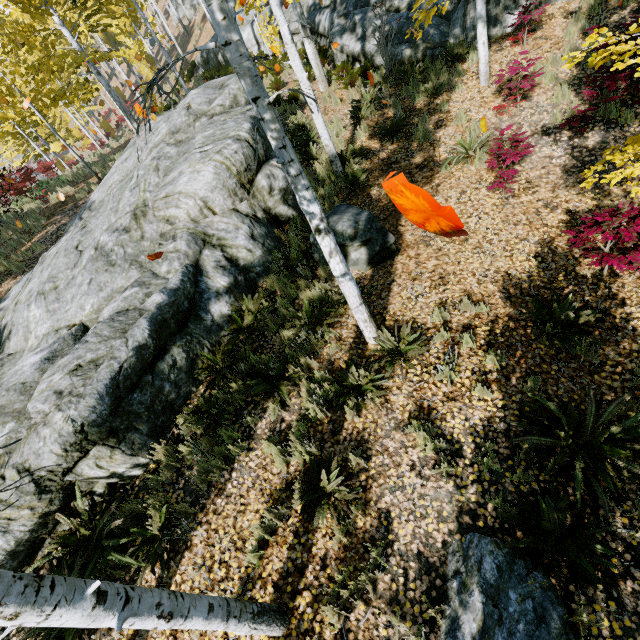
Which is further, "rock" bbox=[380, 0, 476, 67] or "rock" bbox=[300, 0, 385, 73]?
"rock" bbox=[300, 0, 385, 73]

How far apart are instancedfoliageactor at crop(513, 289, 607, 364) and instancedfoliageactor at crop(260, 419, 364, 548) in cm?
351

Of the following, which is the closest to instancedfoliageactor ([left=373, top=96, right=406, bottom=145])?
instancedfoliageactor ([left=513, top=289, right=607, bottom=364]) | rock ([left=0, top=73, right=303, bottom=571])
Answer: rock ([left=0, top=73, right=303, bottom=571])

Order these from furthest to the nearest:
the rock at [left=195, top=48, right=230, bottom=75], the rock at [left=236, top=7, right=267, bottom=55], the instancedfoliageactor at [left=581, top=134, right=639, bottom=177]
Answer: the rock at [left=195, top=48, right=230, bottom=75] → the rock at [left=236, top=7, right=267, bottom=55] → the instancedfoliageactor at [left=581, top=134, right=639, bottom=177]

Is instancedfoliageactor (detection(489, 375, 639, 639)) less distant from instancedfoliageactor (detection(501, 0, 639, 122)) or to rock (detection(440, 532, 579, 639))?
rock (detection(440, 532, 579, 639))

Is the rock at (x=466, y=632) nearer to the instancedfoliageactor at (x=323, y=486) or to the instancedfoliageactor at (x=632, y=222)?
the instancedfoliageactor at (x=632, y=222)

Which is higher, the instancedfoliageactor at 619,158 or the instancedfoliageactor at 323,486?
the instancedfoliageactor at 619,158

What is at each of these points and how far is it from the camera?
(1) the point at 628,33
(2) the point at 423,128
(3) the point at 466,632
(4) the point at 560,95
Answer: (1) instancedfoliageactor, 3.15m
(2) instancedfoliageactor, 8.46m
(3) rock, 3.15m
(4) instancedfoliageactor, 7.23m
